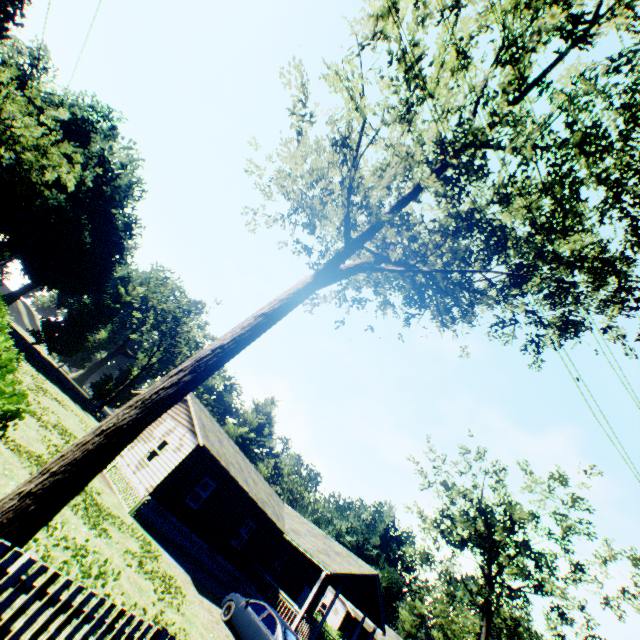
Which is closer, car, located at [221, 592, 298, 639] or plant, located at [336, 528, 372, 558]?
car, located at [221, 592, 298, 639]

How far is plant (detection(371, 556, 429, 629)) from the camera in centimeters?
5363cm

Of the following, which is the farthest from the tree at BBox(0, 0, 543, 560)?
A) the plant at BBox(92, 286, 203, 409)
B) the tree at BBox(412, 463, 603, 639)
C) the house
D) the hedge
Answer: the tree at BBox(412, 463, 603, 639)

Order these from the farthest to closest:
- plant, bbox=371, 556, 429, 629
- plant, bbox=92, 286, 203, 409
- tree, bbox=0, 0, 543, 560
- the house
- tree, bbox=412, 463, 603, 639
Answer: plant, bbox=371, 556, 429, 629 → plant, bbox=92, 286, 203, 409 → tree, bbox=412, 463, 603, 639 → the house → tree, bbox=0, 0, 543, 560

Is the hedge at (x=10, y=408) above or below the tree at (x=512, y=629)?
below

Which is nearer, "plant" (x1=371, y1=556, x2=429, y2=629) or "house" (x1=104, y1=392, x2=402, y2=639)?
"house" (x1=104, y1=392, x2=402, y2=639)

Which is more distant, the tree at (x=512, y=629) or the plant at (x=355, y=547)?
the plant at (x=355, y=547)

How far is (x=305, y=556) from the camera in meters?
24.4 m
